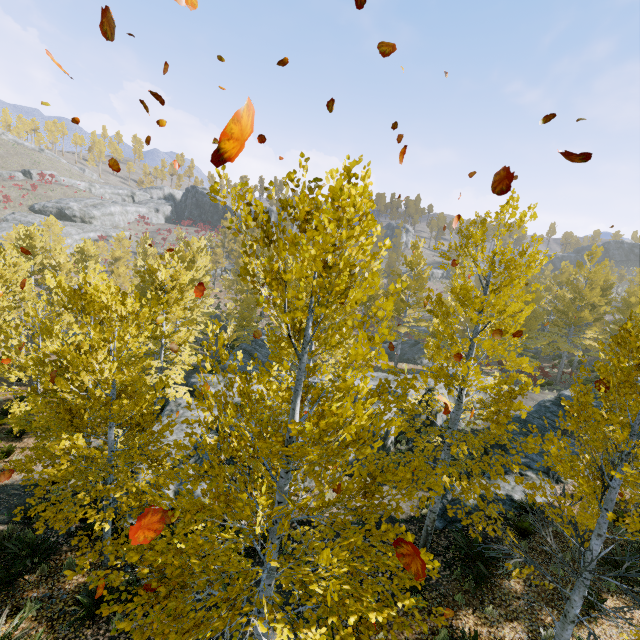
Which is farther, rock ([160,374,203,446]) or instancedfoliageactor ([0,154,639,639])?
rock ([160,374,203,446])

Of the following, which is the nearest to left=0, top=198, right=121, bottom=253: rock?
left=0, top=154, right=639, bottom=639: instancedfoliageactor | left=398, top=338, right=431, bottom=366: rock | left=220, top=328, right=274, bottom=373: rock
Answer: left=0, top=154, right=639, bottom=639: instancedfoliageactor

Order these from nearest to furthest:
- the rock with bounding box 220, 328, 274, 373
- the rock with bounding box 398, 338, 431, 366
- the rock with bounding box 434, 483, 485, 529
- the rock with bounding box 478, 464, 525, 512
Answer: the rock with bounding box 434, 483, 485, 529
the rock with bounding box 478, 464, 525, 512
the rock with bounding box 220, 328, 274, 373
the rock with bounding box 398, 338, 431, 366

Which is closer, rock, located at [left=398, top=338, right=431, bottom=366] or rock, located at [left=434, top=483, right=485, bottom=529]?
rock, located at [left=434, top=483, right=485, bottom=529]

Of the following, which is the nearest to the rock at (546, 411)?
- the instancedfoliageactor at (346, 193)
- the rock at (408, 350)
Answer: the instancedfoliageactor at (346, 193)

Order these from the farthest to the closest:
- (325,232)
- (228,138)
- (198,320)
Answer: (198,320)
(325,232)
(228,138)

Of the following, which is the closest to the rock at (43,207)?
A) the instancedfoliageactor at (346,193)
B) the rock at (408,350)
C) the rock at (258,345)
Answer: the instancedfoliageactor at (346,193)

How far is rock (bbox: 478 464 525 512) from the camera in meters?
11.5 m
